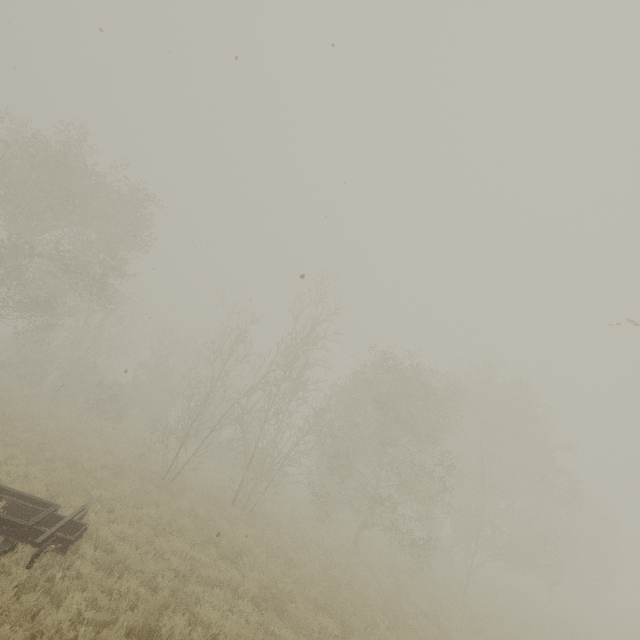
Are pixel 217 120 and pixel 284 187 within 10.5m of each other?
yes
